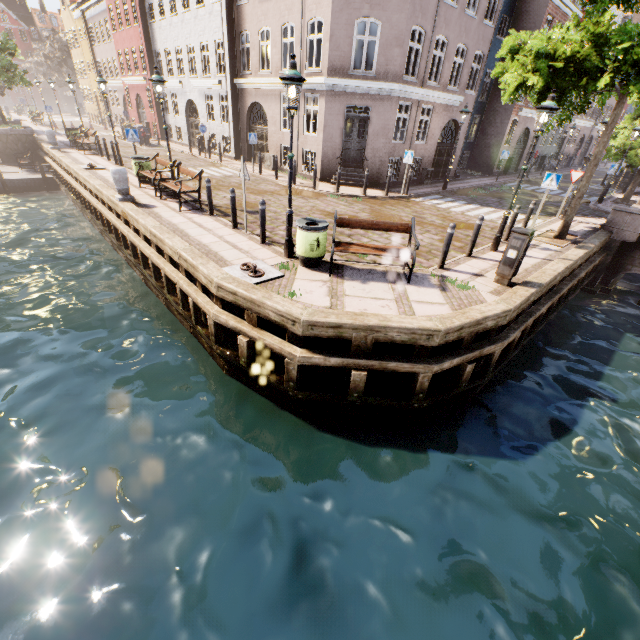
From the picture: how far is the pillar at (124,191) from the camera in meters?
10.3

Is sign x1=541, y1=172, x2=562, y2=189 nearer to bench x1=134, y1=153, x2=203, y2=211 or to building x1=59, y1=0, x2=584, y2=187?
building x1=59, y1=0, x2=584, y2=187

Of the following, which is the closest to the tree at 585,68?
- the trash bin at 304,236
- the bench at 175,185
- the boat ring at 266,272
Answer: the trash bin at 304,236

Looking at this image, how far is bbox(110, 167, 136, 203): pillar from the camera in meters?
10.3

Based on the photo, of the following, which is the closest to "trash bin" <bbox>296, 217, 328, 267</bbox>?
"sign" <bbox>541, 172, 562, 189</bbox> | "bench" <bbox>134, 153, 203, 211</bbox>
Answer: "bench" <bbox>134, 153, 203, 211</bbox>

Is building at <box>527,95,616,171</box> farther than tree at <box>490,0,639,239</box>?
Yes

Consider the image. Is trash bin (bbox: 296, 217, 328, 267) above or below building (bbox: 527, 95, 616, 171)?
below

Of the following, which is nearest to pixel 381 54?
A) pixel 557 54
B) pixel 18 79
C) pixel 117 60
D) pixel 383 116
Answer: pixel 383 116
